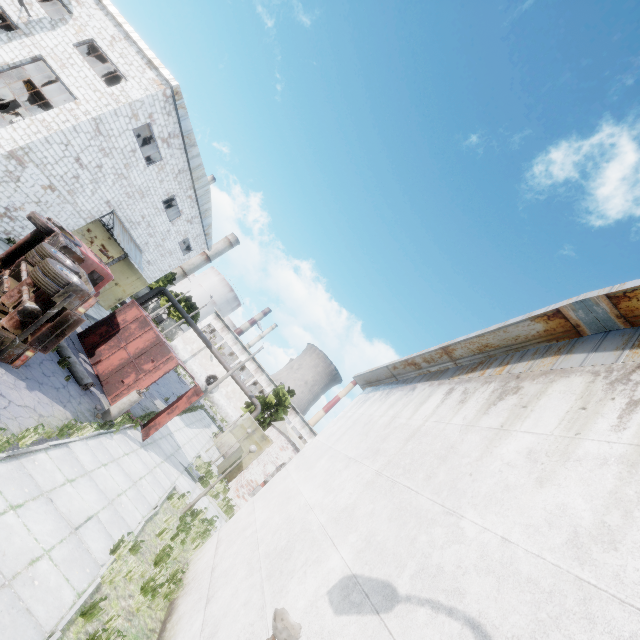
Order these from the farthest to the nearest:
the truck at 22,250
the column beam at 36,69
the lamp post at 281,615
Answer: the column beam at 36,69 → the truck at 22,250 → the lamp post at 281,615

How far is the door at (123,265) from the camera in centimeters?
2536cm

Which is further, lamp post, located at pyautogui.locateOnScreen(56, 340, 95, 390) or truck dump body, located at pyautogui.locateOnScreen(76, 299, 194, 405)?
truck dump body, located at pyautogui.locateOnScreen(76, 299, 194, 405)

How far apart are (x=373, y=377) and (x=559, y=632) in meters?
9.0 m

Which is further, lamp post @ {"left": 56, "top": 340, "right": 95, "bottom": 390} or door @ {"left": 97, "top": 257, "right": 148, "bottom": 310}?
door @ {"left": 97, "top": 257, "right": 148, "bottom": 310}

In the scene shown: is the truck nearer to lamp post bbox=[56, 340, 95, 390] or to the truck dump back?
lamp post bbox=[56, 340, 95, 390]

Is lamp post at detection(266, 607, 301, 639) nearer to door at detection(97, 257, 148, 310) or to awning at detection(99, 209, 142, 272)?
awning at detection(99, 209, 142, 272)

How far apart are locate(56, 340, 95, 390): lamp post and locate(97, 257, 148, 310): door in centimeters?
1372cm
